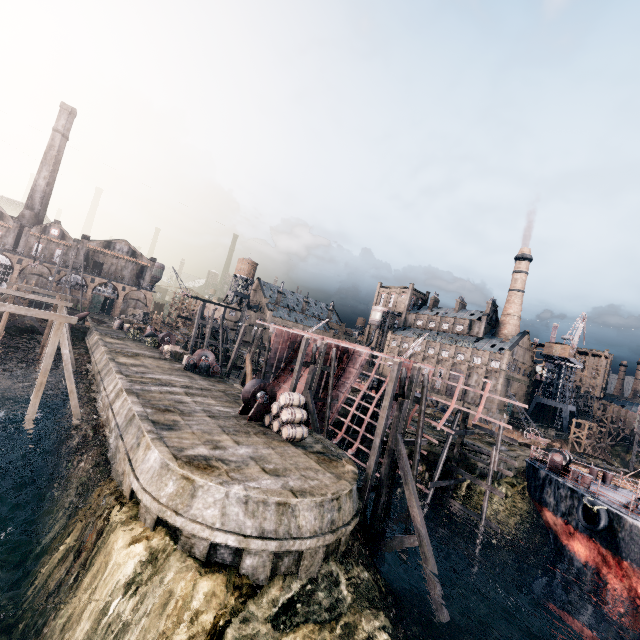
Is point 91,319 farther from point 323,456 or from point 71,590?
point 323,456

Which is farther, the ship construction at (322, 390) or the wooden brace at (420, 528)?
the ship construction at (322, 390)

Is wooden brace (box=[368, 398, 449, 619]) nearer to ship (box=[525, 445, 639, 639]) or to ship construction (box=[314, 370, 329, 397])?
ship construction (box=[314, 370, 329, 397])

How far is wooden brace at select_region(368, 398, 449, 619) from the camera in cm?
1528

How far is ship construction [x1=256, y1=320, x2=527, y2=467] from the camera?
22.16m

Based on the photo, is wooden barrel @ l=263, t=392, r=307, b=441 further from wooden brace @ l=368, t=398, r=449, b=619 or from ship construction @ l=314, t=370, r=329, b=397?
ship construction @ l=314, t=370, r=329, b=397

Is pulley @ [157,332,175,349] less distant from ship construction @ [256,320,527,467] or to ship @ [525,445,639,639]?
ship construction @ [256,320,527,467]
